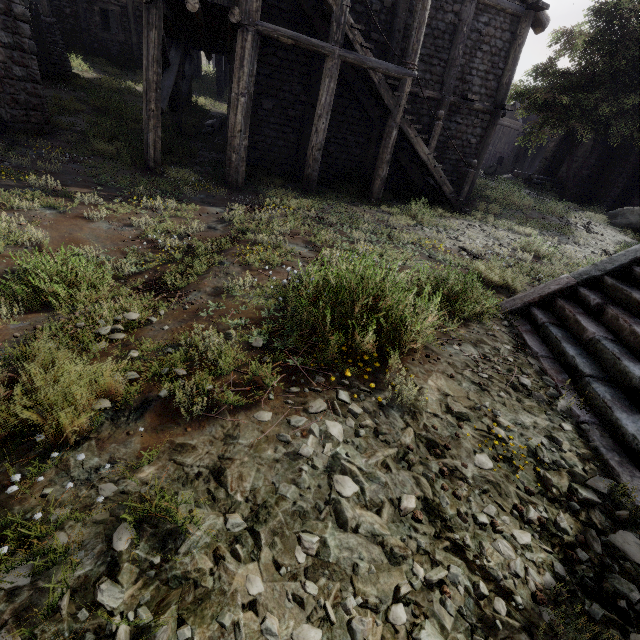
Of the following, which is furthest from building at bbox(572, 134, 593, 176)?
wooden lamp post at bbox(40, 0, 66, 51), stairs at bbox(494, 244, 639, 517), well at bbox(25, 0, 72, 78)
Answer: stairs at bbox(494, 244, 639, 517)

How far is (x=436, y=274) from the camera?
5.06m

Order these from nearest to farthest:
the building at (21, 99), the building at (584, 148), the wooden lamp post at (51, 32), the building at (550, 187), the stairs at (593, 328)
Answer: the stairs at (593, 328)
the building at (21, 99)
the wooden lamp post at (51, 32)
the building at (584, 148)
the building at (550, 187)

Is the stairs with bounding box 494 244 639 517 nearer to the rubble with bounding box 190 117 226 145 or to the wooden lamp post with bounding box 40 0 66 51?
the rubble with bounding box 190 117 226 145

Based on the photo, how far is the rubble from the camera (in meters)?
13.27

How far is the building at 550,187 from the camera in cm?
2631

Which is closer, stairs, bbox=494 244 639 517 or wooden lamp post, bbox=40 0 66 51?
stairs, bbox=494 244 639 517

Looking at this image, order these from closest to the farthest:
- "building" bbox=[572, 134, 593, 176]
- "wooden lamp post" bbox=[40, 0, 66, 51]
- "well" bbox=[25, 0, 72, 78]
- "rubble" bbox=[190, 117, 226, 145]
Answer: "well" bbox=[25, 0, 72, 78] < "rubble" bbox=[190, 117, 226, 145] < "wooden lamp post" bbox=[40, 0, 66, 51] < "building" bbox=[572, 134, 593, 176]
